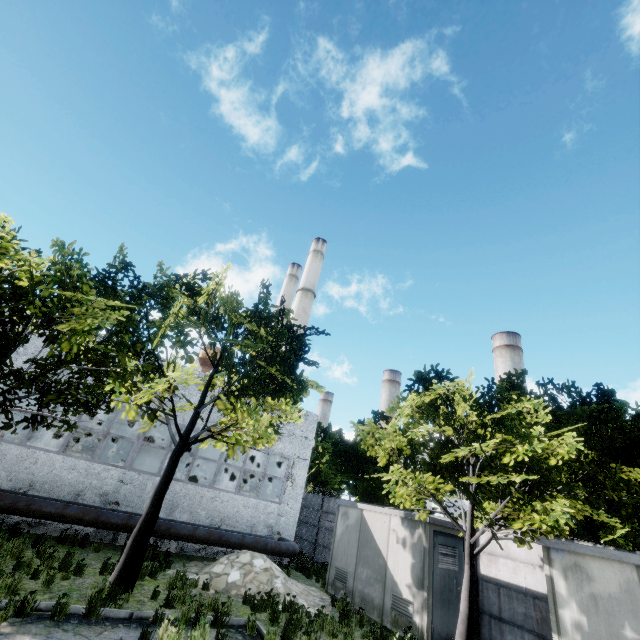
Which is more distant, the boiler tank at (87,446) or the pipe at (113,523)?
the boiler tank at (87,446)

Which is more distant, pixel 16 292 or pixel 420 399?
pixel 420 399

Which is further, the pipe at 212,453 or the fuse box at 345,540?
the pipe at 212,453

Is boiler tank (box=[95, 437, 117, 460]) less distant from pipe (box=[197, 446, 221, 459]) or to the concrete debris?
pipe (box=[197, 446, 221, 459])

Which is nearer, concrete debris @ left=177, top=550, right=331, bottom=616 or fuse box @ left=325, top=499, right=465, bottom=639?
fuse box @ left=325, top=499, right=465, bottom=639

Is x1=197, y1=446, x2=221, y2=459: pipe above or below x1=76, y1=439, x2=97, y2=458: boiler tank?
above

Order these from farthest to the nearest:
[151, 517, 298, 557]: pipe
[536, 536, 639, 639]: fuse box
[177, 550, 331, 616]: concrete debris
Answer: [151, 517, 298, 557]: pipe, [177, 550, 331, 616]: concrete debris, [536, 536, 639, 639]: fuse box

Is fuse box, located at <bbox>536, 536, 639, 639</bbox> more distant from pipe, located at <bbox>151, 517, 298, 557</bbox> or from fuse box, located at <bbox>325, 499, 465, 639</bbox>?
pipe, located at <bbox>151, 517, 298, 557</bbox>
